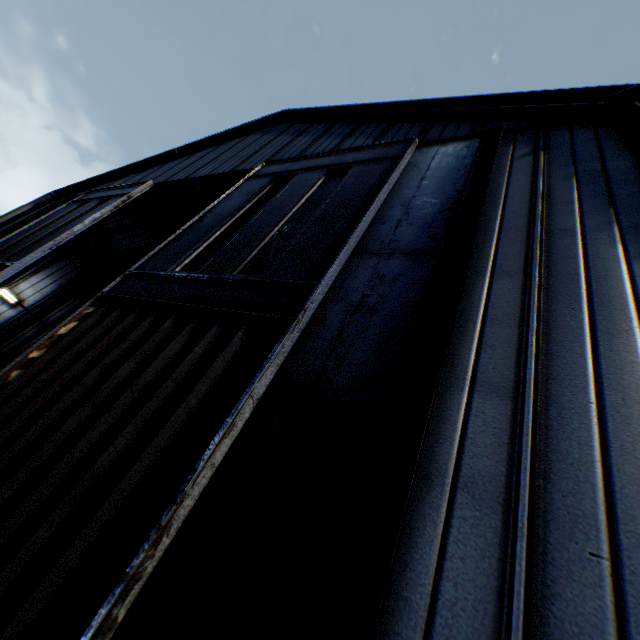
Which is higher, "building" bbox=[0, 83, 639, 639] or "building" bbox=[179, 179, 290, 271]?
"building" bbox=[179, 179, 290, 271]

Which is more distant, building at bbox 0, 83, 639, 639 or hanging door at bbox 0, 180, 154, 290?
hanging door at bbox 0, 180, 154, 290

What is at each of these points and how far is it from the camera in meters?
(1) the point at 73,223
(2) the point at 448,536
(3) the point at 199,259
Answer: (1) hanging door, 11.3 m
(2) building, 2.2 m
(3) building, 20.0 m

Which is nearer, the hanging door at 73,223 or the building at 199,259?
the hanging door at 73,223

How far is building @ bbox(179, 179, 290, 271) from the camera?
17.3m

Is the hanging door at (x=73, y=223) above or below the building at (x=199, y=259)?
below

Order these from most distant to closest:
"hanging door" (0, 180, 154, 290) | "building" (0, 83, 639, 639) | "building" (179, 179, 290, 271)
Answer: "building" (179, 179, 290, 271) → "hanging door" (0, 180, 154, 290) → "building" (0, 83, 639, 639)
